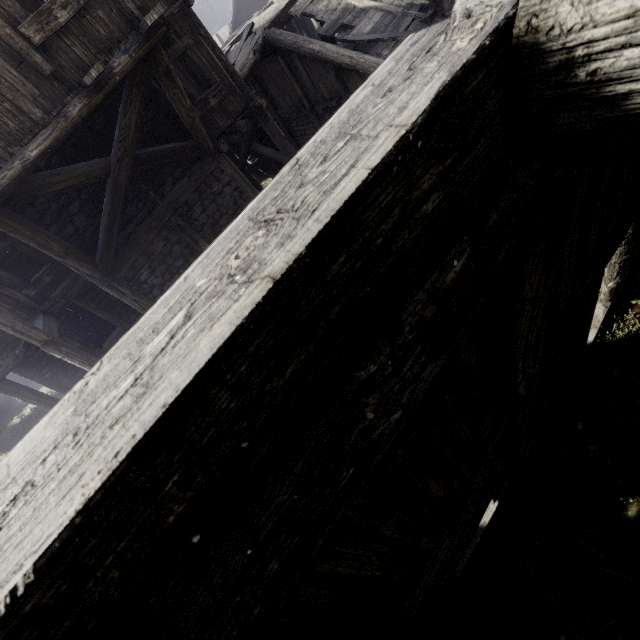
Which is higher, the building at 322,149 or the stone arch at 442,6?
the building at 322,149

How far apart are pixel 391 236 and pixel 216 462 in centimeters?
64cm

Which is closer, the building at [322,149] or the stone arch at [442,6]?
the building at [322,149]

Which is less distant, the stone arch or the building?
the building

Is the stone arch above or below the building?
below
